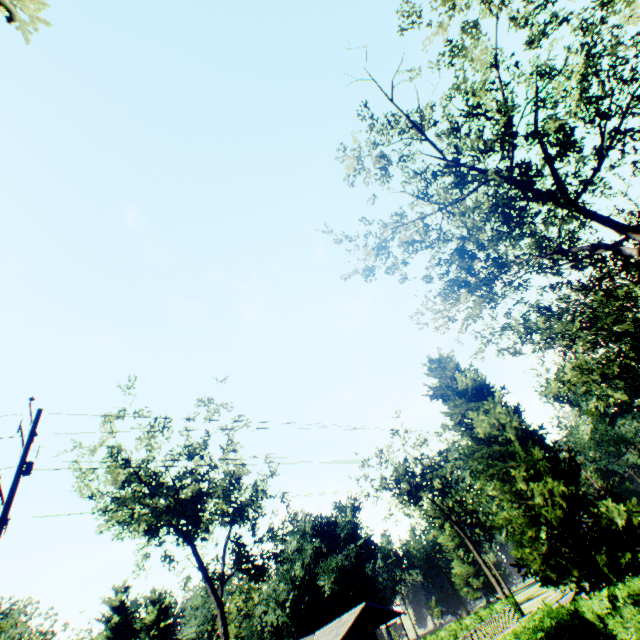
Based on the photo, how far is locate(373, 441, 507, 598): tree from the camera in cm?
4053

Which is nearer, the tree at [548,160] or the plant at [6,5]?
the plant at [6,5]

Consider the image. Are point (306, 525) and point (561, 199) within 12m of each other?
no

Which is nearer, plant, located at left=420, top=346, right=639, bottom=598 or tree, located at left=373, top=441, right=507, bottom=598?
plant, located at left=420, top=346, right=639, bottom=598

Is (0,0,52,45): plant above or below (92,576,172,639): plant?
below

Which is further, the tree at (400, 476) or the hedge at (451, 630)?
the tree at (400, 476)

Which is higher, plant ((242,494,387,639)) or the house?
plant ((242,494,387,639))

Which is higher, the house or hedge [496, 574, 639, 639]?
the house
